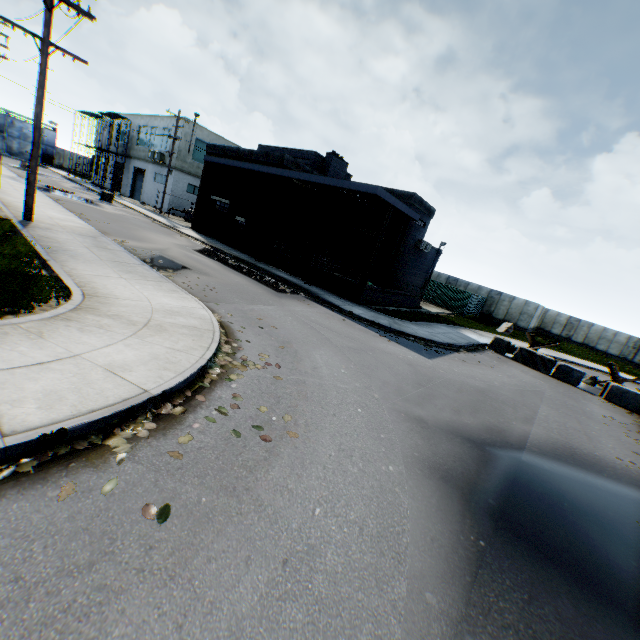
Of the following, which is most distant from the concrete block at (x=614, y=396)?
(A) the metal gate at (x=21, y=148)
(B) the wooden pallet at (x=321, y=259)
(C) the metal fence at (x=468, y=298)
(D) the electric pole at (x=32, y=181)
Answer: (A) the metal gate at (x=21, y=148)

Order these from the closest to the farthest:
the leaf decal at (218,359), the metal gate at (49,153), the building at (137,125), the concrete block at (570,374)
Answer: the leaf decal at (218,359)
the concrete block at (570,374)
the building at (137,125)
the metal gate at (49,153)

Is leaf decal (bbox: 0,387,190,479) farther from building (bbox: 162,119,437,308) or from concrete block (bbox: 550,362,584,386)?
concrete block (bbox: 550,362,584,386)

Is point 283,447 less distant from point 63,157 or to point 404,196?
point 404,196

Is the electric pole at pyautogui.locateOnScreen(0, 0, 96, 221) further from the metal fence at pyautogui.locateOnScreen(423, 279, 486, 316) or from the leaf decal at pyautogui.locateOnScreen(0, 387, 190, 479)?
the metal fence at pyautogui.locateOnScreen(423, 279, 486, 316)

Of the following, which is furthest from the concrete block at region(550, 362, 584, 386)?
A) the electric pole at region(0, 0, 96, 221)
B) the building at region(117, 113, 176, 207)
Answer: the building at region(117, 113, 176, 207)

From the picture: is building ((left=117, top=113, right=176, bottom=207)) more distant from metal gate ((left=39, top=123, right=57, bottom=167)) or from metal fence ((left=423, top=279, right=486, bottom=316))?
metal fence ((left=423, top=279, right=486, bottom=316))

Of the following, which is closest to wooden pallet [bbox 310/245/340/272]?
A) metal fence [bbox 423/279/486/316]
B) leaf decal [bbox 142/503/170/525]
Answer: metal fence [bbox 423/279/486/316]
